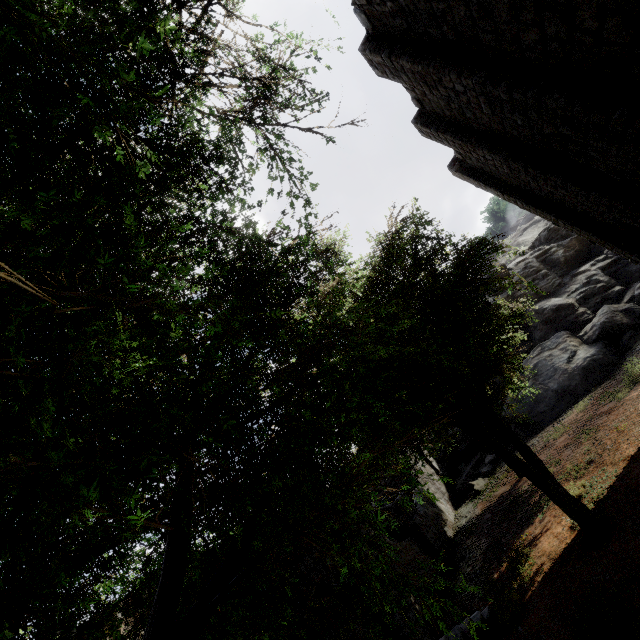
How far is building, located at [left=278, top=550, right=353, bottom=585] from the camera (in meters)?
8.88

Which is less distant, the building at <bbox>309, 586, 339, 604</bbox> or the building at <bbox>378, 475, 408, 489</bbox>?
the building at <bbox>309, 586, 339, 604</bbox>

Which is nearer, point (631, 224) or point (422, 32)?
point (422, 32)

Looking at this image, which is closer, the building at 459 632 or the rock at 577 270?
the building at 459 632

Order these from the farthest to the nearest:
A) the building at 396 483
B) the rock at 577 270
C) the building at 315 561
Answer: the building at 396 483
the rock at 577 270
the building at 315 561

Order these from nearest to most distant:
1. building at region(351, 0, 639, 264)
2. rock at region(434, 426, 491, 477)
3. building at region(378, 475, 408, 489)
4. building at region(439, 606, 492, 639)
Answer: building at region(351, 0, 639, 264) → building at region(439, 606, 492, 639) → building at region(378, 475, 408, 489) → rock at region(434, 426, 491, 477)

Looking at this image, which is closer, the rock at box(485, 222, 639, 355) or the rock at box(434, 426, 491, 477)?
the rock at box(485, 222, 639, 355)
